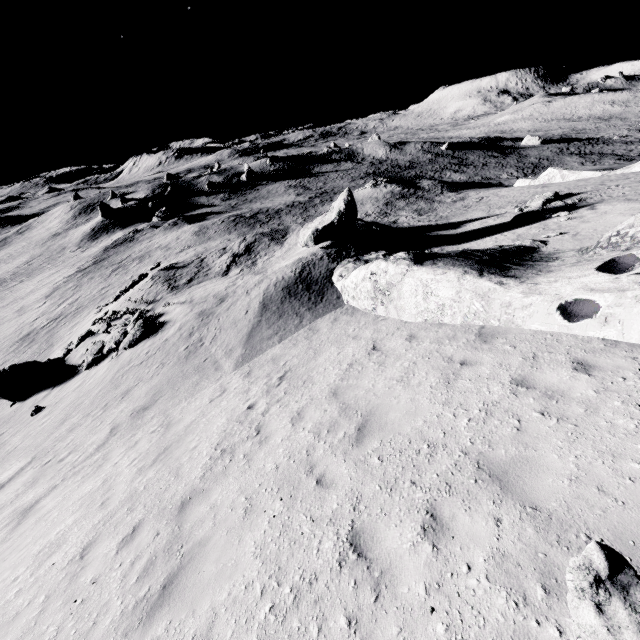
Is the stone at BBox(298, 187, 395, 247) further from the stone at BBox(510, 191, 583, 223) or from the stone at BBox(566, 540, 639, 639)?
the stone at BBox(566, 540, 639, 639)

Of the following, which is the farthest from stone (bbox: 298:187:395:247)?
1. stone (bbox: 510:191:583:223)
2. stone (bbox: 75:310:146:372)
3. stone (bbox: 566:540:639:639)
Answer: stone (bbox: 566:540:639:639)

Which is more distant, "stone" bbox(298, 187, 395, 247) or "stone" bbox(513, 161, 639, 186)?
"stone" bbox(513, 161, 639, 186)

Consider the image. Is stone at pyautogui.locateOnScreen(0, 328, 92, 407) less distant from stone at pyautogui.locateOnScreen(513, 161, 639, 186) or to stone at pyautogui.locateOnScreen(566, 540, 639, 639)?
stone at pyautogui.locateOnScreen(566, 540, 639, 639)

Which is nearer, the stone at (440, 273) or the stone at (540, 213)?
the stone at (440, 273)

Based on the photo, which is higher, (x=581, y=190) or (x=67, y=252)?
(x=581, y=190)

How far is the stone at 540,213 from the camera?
18.3 meters

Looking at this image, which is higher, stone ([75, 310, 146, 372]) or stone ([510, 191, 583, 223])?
stone ([510, 191, 583, 223])
